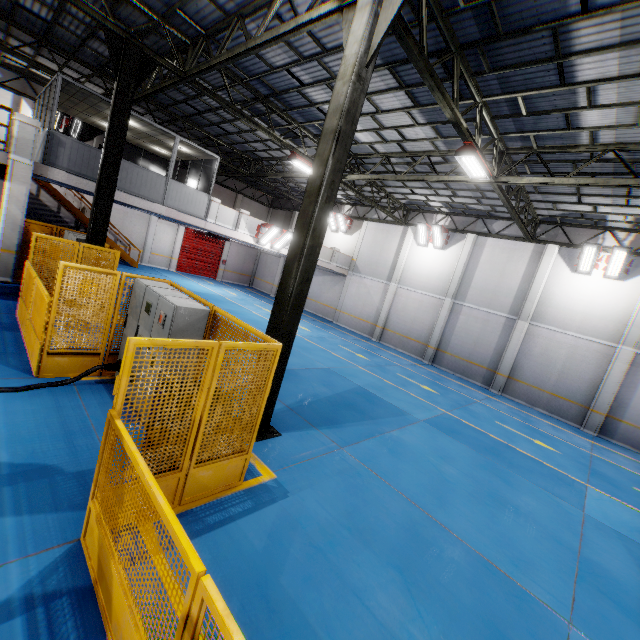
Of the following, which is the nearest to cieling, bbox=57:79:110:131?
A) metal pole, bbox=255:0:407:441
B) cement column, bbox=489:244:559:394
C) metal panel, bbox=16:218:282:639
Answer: metal panel, bbox=16:218:282:639

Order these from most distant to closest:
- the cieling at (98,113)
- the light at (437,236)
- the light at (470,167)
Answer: the light at (437,236), the cieling at (98,113), the light at (470,167)

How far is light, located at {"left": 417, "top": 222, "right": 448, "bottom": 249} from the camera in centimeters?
A: 1898cm

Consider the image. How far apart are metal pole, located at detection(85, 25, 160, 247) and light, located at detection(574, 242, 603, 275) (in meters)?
17.66

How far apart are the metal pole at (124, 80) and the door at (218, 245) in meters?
17.1

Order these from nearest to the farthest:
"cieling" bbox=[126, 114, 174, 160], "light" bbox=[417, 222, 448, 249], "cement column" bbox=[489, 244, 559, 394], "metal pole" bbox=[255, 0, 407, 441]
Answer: "metal pole" bbox=[255, 0, 407, 441], "cieling" bbox=[126, 114, 174, 160], "cement column" bbox=[489, 244, 559, 394], "light" bbox=[417, 222, 448, 249]

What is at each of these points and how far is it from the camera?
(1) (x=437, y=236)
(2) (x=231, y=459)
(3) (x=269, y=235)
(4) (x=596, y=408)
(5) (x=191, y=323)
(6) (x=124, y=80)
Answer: (1) light, 19.27m
(2) metal panel, 4.53m
(3) light, 17.59m
(4) cement column, 14.22m
(5) cabinet, 5.49m
(6) metal pole, 9.09m

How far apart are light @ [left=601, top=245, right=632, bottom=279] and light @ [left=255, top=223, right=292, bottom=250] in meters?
15.0 m
